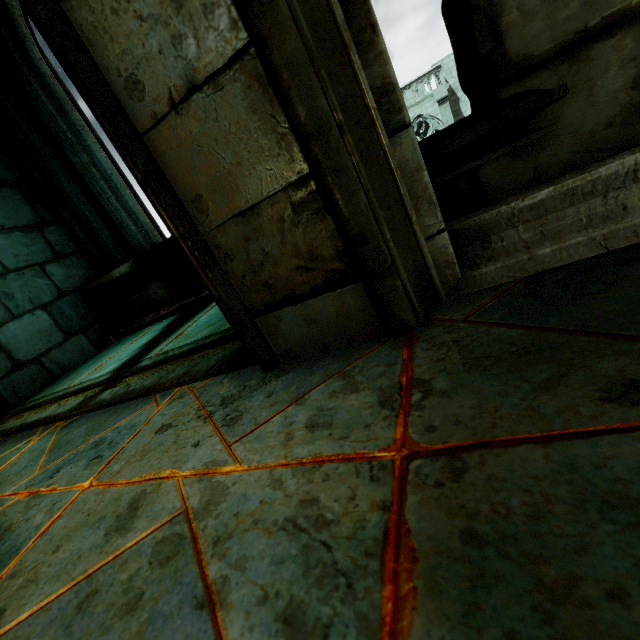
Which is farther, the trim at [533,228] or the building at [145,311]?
the building at [145,311]

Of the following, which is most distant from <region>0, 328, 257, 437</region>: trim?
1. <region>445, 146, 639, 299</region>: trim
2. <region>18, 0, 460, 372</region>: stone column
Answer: <region>445, 146, 639, 299</region>: trim

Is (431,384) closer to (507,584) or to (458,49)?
(507,584)

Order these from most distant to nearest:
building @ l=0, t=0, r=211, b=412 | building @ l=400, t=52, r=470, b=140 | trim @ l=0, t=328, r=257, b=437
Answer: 1. building @ l=400, t=52, r=470, b=140
2. building @ l=0, t=0, r=211, b=412
3. trim @ l=0, t=328, r=257, b=437

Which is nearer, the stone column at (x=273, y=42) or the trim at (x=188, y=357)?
Answer: the stone column at (x=273, y=42)

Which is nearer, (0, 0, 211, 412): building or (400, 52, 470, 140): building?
(0, 0, 211, 412): building

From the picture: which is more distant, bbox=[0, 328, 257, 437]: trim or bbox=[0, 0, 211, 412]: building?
bbox=[0, 0, 211, 412]: building

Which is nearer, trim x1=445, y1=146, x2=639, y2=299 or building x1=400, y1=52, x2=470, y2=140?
trim x1=445, y1=146, x2=639, y2=299
